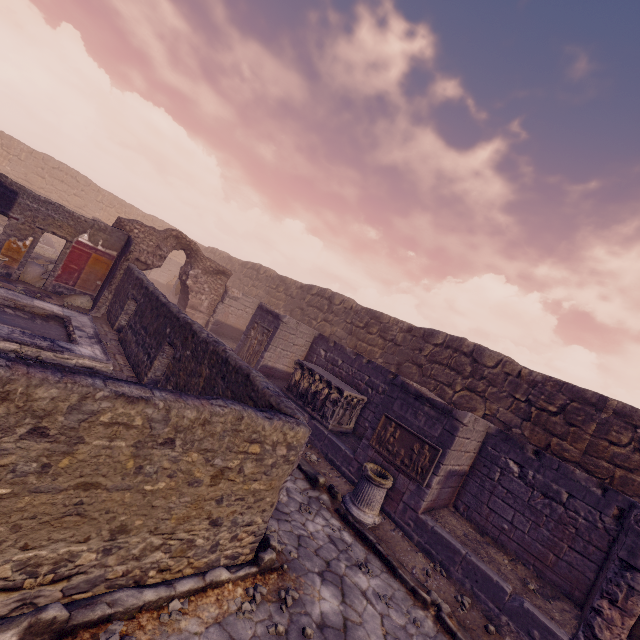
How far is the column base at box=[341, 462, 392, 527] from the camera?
6.5 meters

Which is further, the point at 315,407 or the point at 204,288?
the point at 204,288

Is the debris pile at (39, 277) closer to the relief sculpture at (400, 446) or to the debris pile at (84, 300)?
the debris pile at (84, 300)

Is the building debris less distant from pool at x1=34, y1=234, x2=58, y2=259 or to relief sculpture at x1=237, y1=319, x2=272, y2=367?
relief sculpture at x1=237, y1=319, x2=272, y2=367

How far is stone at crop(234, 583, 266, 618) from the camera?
3.4m

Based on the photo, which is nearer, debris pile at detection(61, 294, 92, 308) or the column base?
the column base

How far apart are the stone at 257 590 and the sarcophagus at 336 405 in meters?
5.3

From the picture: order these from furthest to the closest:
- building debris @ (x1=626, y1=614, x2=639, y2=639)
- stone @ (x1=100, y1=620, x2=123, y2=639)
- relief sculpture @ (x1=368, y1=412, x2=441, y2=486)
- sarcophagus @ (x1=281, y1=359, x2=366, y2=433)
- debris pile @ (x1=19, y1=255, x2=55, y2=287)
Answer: debris pile @ (x1=19, y1=255, x2=55, y2=287), sarcophagus @ (x1=281, y1=359, x2=366, y2=433), relief sculpture @ (x1=368, y1=412, x2=441, y2=486), building debris @ (x1=626, y1=614, x2=639, y2=639), stone @ (x1=100, y1=620, x2=123, y2=639)
